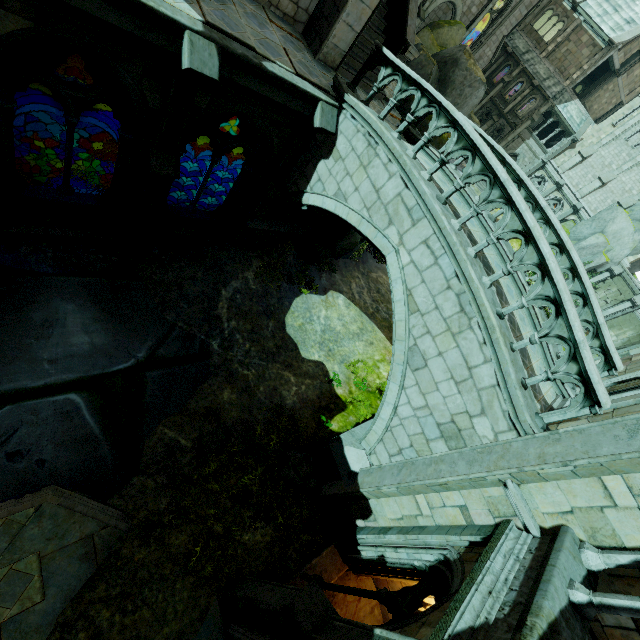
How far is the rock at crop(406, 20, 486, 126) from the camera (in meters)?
13.03

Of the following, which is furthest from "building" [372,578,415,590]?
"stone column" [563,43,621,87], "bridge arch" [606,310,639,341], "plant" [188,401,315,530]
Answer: "bridge arch" [606,310,639,341]

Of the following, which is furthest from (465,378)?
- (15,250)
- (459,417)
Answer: (15,250)

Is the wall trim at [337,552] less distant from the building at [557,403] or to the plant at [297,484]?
the building at [557,403]

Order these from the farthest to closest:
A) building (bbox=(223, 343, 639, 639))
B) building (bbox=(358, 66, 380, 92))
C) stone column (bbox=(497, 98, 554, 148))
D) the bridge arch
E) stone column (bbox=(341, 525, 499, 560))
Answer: stone column (bbox=(497, 98, 554, 148)) → the bridge arch → building (bbox=(358, 66, 380, 92)) → stone column (bbox=(341, 525, 499, 560)) → building (bbox=(223, 343, 639, 639))

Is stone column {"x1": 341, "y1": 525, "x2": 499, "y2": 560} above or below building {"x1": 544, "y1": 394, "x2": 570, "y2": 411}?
below

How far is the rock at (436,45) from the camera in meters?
13.0

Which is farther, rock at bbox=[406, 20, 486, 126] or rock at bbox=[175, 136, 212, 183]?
rock at bbox=[175, 136, 212, 183]
